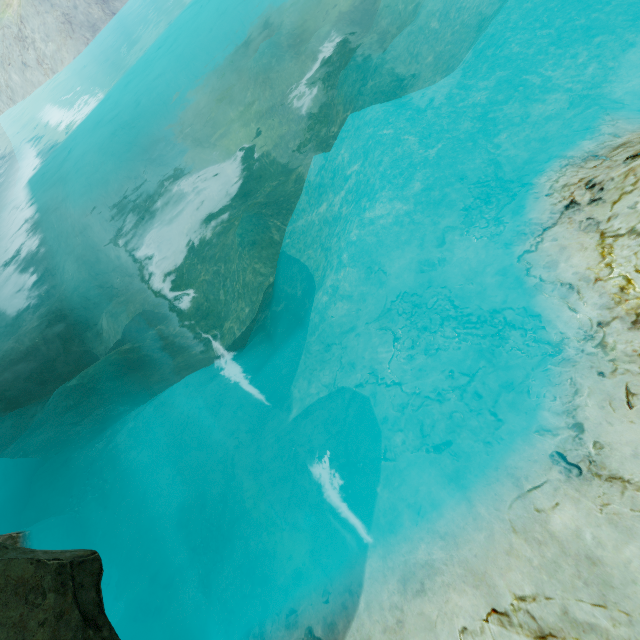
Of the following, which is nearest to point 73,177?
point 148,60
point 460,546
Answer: point 148,60
